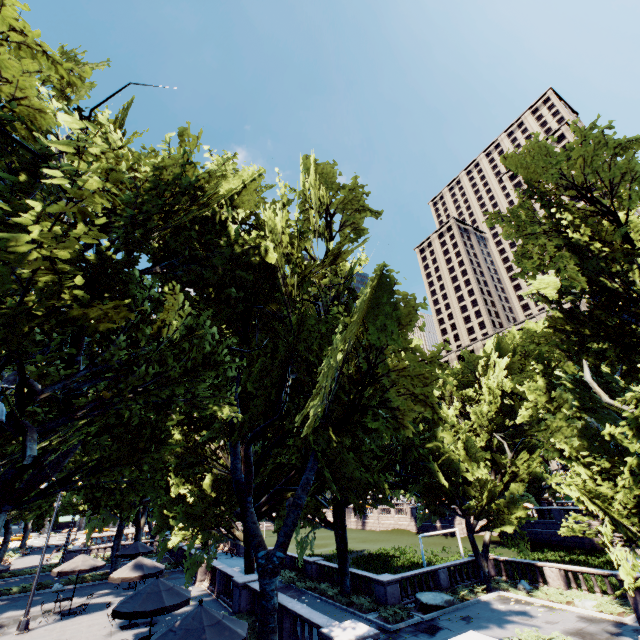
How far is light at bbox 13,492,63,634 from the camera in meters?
17.1

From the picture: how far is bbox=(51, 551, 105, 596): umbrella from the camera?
19.6m

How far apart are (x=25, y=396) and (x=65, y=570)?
18.76m

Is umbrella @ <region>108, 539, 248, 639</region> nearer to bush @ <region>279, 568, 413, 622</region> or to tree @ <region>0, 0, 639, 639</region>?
tree @ <region>0, 0, 639, 639</region>

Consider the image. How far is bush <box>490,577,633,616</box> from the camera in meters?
18.1 m

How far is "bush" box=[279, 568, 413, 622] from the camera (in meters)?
19.23

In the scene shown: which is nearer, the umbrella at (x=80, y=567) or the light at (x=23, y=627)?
the light at (x=23, y=627)

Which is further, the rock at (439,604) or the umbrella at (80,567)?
the rock at (439,604)
